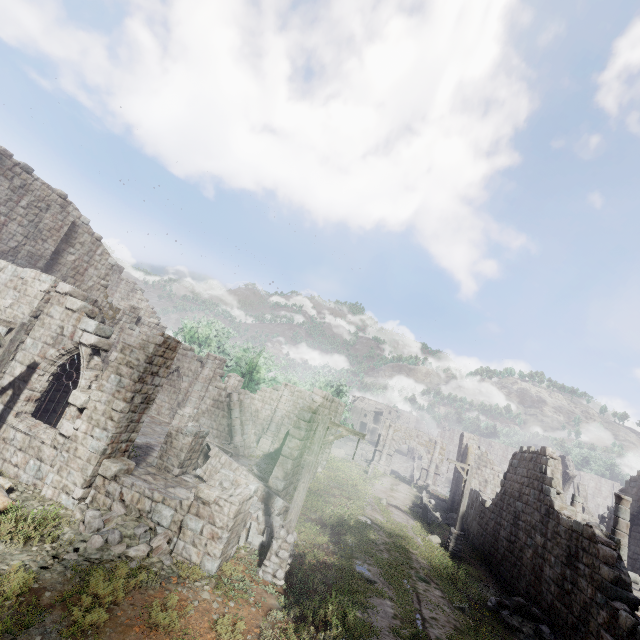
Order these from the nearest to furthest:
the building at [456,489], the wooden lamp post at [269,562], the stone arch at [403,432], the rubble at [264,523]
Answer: the wooden lamp post at [269,562] < the rubble at [264,523] < the building at [456,489] < the stone arch at [403,432]

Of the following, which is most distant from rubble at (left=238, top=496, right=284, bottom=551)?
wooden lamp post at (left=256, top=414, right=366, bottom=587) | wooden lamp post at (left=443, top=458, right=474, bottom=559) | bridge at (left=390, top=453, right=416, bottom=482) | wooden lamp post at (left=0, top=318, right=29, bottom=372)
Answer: bridge at (left=390, top=453, right=416, bottom=482)

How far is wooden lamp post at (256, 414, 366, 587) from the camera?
9.20m

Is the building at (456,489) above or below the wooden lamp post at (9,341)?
below

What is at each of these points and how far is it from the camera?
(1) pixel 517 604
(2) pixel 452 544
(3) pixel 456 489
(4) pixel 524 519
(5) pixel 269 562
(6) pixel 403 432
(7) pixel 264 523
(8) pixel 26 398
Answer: (1) rubble, 12.66m
(2) wooden lamp post, 17.52m
(3) building, 28.53m
(4) building, 15.73m
(5) wooden lamp post, 9.31m
(6) stone arch, 39.88m
(7) rubble, 11.73m
(8) building, 11.26m

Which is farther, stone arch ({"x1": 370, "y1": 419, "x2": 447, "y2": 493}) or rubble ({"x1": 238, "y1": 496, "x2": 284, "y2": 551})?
stone arch ({"x1": 370, "y1": 419, "x2": 447, "y2": 493})

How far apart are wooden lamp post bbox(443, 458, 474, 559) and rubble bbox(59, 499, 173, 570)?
15.0 meters

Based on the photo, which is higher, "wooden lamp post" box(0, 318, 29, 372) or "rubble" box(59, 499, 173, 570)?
"wooden lamp post" box(0, 318, 29, 372)
